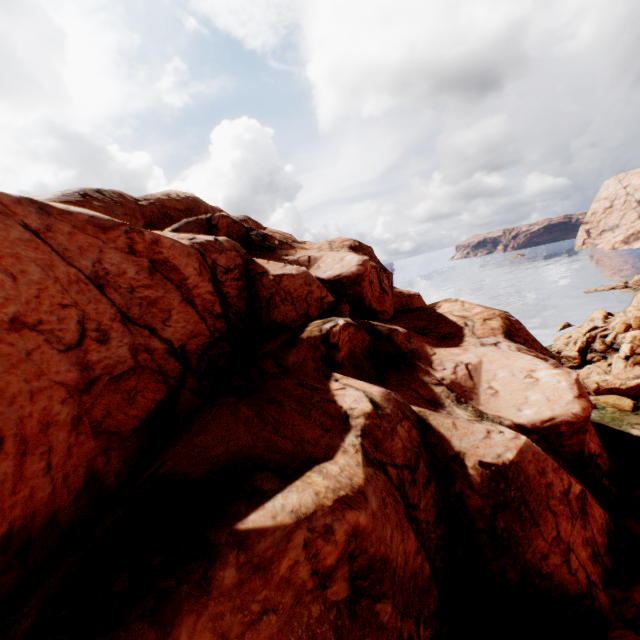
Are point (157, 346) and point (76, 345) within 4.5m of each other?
yes
